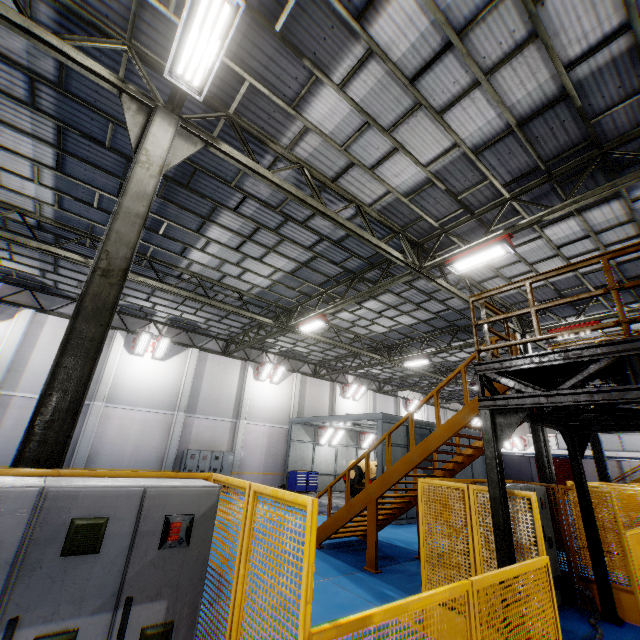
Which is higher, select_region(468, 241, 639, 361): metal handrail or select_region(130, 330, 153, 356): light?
select_region(130, 330, 153, 356): light

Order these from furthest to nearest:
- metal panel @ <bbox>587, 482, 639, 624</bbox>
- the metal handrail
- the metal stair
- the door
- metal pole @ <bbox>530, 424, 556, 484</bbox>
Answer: the door
metal pole @ <bbox>530, 424, 556, 484</bbox>
the metal stair
metal panel @ <bbox>587, 482, 639, 624</bbox>
the metal handrail

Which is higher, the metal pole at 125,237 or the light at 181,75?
the light at 181,75

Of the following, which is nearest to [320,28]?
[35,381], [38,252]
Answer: [38,252]

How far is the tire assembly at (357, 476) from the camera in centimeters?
1795cm

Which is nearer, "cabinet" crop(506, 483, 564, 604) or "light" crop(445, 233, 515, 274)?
"cabinet" crop(506, 483, 564, 604)

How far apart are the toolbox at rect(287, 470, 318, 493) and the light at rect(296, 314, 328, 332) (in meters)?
9.58

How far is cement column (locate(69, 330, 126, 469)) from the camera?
15.3 meters
